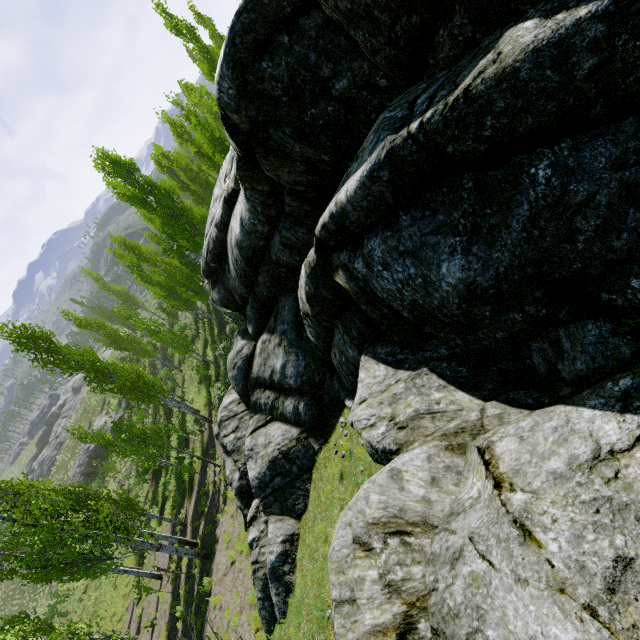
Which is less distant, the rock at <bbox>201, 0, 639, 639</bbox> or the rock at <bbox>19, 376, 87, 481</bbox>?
the rock at <bbox>201, 0, 639, 639</bbox>

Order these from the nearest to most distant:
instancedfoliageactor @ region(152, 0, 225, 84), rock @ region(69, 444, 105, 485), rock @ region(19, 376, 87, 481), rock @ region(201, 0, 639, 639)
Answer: rock @ region(201, 0, 639, 639)
instancedfoliageactor @ region(152, 0, 225, 84)
rock @ region(69, 444, 105, 485)
rock @ region(19, 376, 87, 481)

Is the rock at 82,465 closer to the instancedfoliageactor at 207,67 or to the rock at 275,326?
the instancedfoliageactor at 207,67

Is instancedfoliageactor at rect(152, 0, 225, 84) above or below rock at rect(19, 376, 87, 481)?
above

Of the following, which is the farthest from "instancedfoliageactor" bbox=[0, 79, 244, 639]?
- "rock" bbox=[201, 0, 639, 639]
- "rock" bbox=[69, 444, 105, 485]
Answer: "rock" bbox=[69, 444, 105, 485]

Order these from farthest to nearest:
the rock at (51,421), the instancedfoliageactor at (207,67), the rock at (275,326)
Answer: the rock at (51,421) → the instancedfoliageactor at (207,67) → the rock at (275,326)

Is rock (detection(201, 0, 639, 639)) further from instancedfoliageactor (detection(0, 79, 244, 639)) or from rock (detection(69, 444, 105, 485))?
rock (detection(69, 444, 105, 485))

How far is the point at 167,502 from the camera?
24.4m
